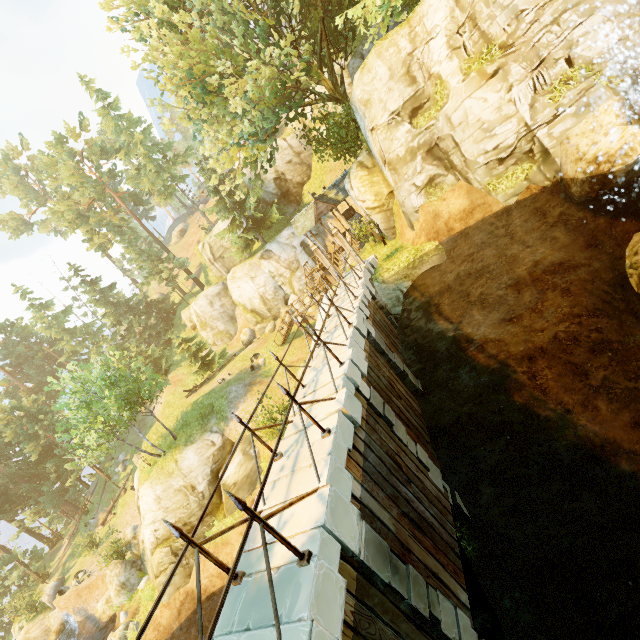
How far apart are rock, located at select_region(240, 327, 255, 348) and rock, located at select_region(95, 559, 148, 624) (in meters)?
A: 20.22

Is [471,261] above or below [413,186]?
below

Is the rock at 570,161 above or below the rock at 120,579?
above

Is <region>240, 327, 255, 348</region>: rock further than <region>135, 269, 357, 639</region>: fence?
Yes

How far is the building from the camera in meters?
24.1

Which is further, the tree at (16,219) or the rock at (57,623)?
the tree at (16,219)

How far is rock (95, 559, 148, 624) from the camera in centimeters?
2216cm

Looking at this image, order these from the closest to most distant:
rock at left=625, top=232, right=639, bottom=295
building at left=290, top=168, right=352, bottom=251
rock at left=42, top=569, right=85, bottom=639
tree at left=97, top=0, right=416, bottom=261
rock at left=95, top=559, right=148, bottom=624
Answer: rock at left=625, top=232, right=639, bottom=295
tree at left=97, top=0, right=416, bottom=261
rock at left=95, top=559, right=148, bottom=624
building at left=290, top=168, right=352, bottom=251
rock at left=42, top=569, right=85, bottom=639
